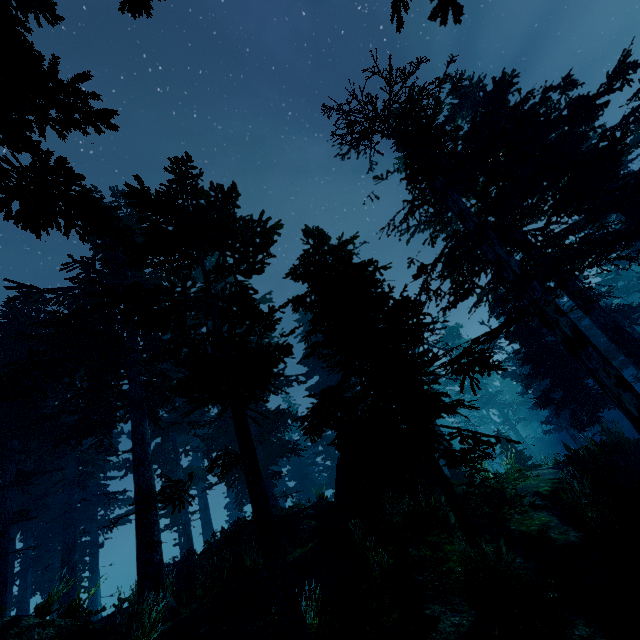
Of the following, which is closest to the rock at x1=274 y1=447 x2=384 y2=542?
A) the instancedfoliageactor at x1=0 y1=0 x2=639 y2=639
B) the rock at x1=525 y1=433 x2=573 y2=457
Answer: the instancedfoliageactor at x1=0 y1=0 x2=639 y2=639

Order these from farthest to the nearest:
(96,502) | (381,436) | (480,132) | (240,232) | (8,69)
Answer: (96,502)
(480,132)
(381,436)
(240,232)
(8,69)

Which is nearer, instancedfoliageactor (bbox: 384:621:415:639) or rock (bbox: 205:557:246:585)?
instancedfoliageactor (bbox: 384:621:415:639)

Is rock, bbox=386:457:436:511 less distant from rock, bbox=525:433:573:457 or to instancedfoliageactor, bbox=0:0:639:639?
instancedfoliageactor, bbox=0:0:639:639

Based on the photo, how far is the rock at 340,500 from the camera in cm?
1212

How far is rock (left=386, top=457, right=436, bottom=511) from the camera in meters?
11.2 m

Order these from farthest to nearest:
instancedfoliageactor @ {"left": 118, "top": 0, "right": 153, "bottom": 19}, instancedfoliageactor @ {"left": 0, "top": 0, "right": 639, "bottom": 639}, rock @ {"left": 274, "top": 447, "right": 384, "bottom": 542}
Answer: rock @ {"left": 274, "top": 447, "right": 384, "bottom": 542}, instancedfoliageactor @ {"left": 0, "top": 0, "right": 639, "bottom": 639}, instancedfoliageactor @ {"left": 118, "top": 0, "right": 153, "bottom": 19}
